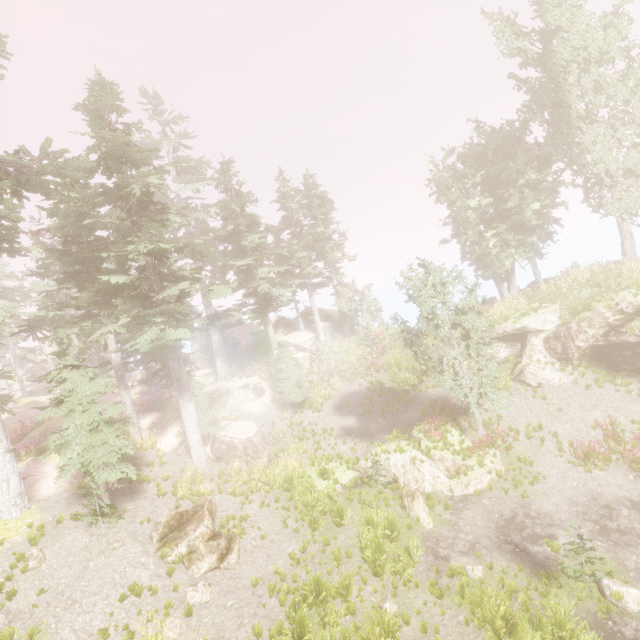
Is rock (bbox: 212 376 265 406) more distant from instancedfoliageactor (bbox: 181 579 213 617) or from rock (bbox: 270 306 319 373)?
rock (bbox: 270 306 319 373)

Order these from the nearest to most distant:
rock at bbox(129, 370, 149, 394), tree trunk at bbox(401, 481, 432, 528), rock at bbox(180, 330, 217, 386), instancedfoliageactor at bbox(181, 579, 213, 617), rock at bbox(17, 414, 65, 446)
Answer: instancedfoliageactor at bbox(181, 579, 213, 617), tree trunk at bbox(401, 481, 432, 528), rock at bbox(17, 414, 65, 446), rock at bbox(180, 330, 217, 386), rock at bbox(129, 370, 149, 394)

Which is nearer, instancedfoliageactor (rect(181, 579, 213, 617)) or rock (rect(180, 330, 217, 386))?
instancedfoliageactor (rect(181, 579, 213, 617))

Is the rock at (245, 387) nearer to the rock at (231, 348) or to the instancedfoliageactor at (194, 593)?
the instancedfoliageactor at (194, 593)

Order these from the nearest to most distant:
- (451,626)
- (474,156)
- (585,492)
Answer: (451,626), (585,492), (474,156)

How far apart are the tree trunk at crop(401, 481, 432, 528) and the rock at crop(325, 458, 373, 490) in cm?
53

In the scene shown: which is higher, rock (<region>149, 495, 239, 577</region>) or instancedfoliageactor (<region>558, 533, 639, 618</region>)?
rock (<region>149, 495, 239, 577</region>)

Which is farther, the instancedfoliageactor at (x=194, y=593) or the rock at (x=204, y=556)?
the rock at (x=204, y=556)
